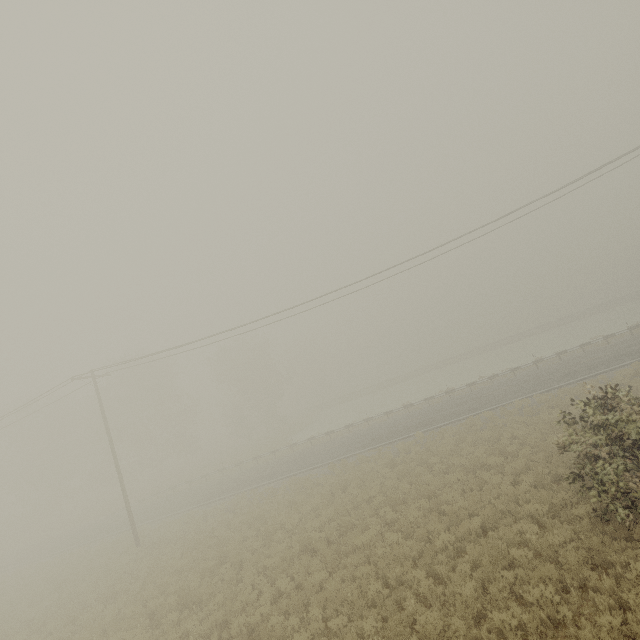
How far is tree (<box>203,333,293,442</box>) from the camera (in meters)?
48.66

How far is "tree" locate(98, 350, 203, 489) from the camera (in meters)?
43.03

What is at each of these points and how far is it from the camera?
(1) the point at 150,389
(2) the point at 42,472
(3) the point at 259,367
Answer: (1) tree, 42.9m
(2) tree, 43.3m
(3) tree, 49.7m

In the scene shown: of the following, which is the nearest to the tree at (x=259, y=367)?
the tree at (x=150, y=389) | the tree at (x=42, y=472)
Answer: the tree at (x=150, y=389)

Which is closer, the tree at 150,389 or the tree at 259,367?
the tree at 150,389

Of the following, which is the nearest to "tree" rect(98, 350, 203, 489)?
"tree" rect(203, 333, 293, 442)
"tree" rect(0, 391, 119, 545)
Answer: "tree" rect(0, 391, 119, 545)
